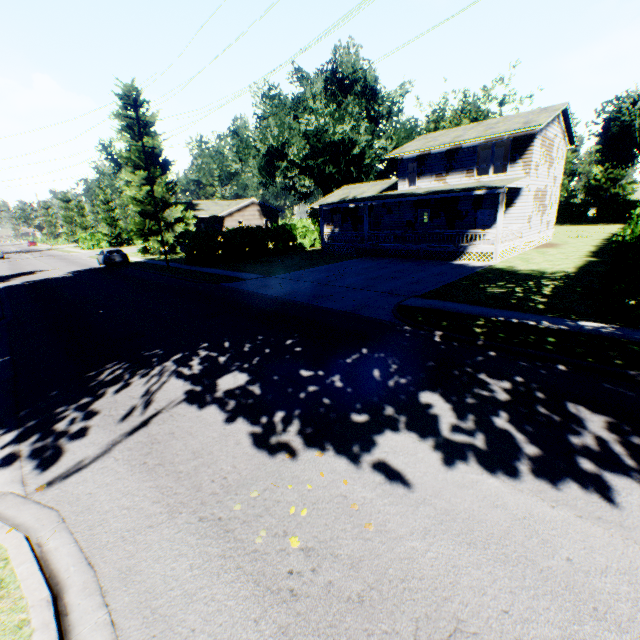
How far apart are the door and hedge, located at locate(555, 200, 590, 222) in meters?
41.4

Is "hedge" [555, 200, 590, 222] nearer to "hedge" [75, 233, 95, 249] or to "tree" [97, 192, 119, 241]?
"tree" [97, 192, 119, 241]

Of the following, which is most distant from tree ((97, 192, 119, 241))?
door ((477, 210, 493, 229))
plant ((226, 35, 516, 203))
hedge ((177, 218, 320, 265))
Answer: door ((477, 210, 493, 229))

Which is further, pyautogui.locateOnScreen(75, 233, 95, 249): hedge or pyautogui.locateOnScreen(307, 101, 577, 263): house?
pyautogui.locateOnScreen(75, 233, 95, 249): hedge

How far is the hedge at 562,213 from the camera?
52.1m

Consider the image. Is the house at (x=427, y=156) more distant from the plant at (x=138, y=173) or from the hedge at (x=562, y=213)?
the hedge at (x=562, y=213)

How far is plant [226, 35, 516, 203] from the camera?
37.4m

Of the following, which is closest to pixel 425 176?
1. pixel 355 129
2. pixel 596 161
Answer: Result: pixel 355 129
